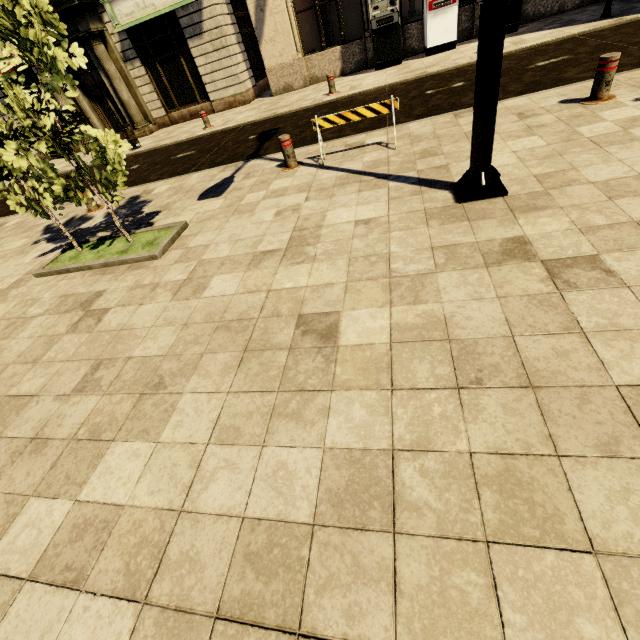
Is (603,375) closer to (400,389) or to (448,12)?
(400,389)

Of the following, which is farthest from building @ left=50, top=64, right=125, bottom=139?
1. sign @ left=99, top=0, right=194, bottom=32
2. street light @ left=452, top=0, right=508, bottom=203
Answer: street light @ left=452, top=0, right=508, bottom=203

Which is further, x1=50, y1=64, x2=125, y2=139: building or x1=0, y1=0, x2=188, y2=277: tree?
x1=50, y1=64, x2=125, y2=139: building

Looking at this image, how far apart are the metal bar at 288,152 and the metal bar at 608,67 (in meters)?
4.56

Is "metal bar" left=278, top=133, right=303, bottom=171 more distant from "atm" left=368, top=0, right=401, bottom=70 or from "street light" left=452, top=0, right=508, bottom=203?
"atm" left=368, top=0, right=401, bottom=70

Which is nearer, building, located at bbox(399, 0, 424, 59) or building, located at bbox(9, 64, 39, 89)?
building, located at bbox(399, 0, 424, 59)

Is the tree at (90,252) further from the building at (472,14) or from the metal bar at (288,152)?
the building at (472,14)

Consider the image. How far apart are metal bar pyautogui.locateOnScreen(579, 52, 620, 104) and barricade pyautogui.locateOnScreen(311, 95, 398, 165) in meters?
2.8
